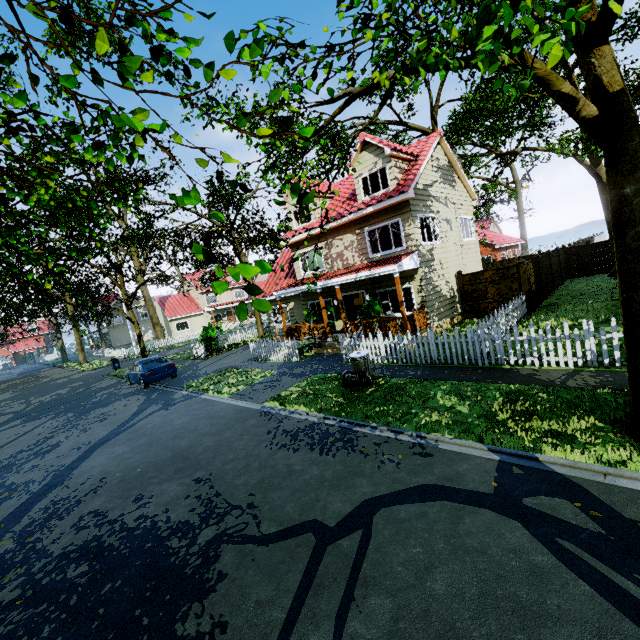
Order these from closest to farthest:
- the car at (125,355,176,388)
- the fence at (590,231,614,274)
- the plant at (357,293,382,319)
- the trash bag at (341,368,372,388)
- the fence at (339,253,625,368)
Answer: the fence at (339,253,625,368), the trash bag at (341,368,372,388), the plant at (357,293,382,319), the car at (125,355,176,388), the fence at (590,231,614,274)

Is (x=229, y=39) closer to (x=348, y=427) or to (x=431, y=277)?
(x=348, y=427)

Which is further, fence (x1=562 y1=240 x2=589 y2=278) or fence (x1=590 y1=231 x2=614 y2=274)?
fence (x1=562 y1=240 x2=589 y2=278)

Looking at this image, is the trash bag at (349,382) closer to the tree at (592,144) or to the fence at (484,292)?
the fence at (484,292)

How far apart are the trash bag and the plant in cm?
419

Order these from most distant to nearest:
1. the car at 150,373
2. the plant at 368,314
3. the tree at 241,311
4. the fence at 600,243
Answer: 1. the fence at 600,243
2. the car at 150,373
3. the plant at 368,314
4. the tree at 241,311

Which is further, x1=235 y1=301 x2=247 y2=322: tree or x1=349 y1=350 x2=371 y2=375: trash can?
x1=349 y1=350 x2=371 y2=375: trash can

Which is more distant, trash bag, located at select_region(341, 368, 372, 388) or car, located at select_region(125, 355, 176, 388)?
car, located at select_region(125, 355, 176, 388)
